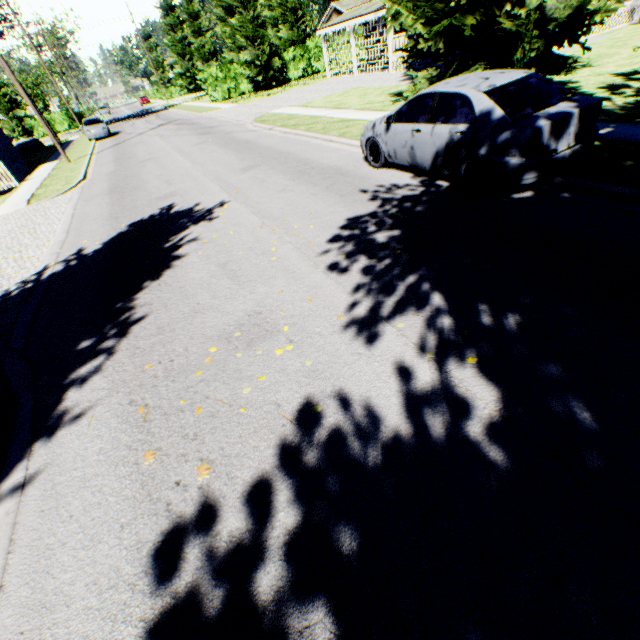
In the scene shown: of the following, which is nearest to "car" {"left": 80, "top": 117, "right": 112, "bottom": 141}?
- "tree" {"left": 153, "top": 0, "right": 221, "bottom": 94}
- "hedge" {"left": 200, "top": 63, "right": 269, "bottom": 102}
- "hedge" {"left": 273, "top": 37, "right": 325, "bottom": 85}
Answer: "hedge" {"left": 200, "top": 63, "right": 269, "bottom": 102}

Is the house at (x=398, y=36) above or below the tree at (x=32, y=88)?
below

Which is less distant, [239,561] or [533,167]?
[239,561]

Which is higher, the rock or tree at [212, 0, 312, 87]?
tree at [212, 0, 312, 87]

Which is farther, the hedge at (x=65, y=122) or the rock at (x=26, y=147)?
the hedge at (x=65, y=122)

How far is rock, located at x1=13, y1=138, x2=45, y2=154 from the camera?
33.44m

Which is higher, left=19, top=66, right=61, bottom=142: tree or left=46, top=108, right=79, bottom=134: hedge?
left=19, top=66, right=61, bottom=142: tree

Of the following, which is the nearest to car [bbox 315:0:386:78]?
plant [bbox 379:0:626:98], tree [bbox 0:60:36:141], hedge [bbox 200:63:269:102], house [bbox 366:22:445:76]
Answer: house [bbox 366:22:445:76]
